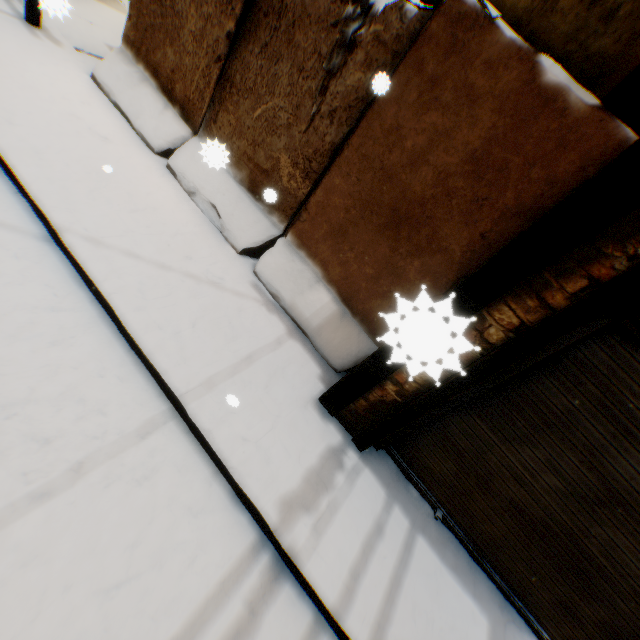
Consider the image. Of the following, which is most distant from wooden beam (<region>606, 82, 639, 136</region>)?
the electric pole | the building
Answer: the electric pole

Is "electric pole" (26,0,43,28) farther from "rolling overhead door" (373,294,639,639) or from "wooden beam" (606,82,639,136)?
"rolling overhead door" (373,294,639,639)

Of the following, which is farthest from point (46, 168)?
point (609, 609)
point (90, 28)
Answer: point (609, 609)

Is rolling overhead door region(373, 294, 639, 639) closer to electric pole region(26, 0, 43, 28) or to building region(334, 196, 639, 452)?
building region(334, 196, 639, 452)

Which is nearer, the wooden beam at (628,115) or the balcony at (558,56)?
the balcony at (558,56)

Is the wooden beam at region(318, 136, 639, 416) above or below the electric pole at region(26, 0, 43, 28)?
above

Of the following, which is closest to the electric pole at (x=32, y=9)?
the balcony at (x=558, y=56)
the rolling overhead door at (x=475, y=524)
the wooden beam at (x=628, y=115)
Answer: the balcony at (x=558, y=56)
